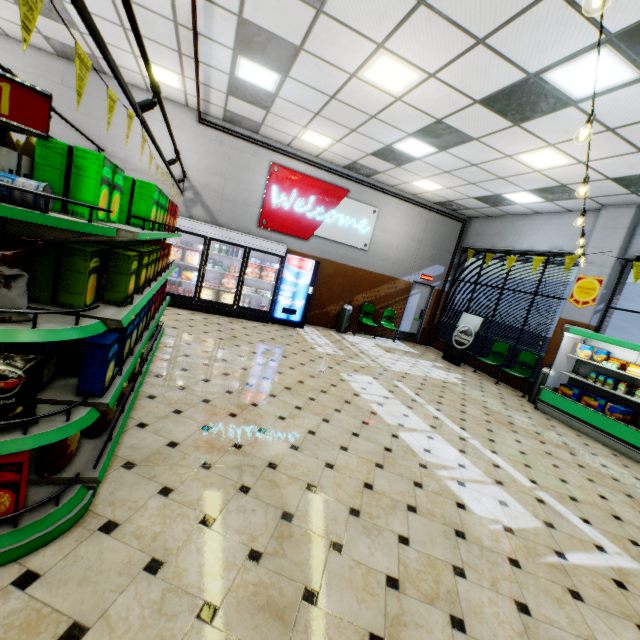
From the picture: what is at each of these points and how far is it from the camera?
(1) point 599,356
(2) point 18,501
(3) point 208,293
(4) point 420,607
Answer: (1) boxed frozen food, 7.0 meters
(2) boxed food, 1.8 meters
(3) boxed food, 8.7 meters
(4) building, 2.1 meters

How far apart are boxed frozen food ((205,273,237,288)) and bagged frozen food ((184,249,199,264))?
0.6 meters

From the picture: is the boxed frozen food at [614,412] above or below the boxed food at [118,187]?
below

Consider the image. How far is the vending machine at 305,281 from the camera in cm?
916

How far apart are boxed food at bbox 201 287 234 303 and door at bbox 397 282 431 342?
6.68m

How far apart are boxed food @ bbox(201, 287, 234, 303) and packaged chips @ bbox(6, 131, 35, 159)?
6.3 meters

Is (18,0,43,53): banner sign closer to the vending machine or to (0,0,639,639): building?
(0,0,639,639): building

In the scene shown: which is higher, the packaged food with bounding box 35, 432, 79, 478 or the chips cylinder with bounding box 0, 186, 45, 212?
the chips cylinder with bounding box 0, 186, 45, 212
